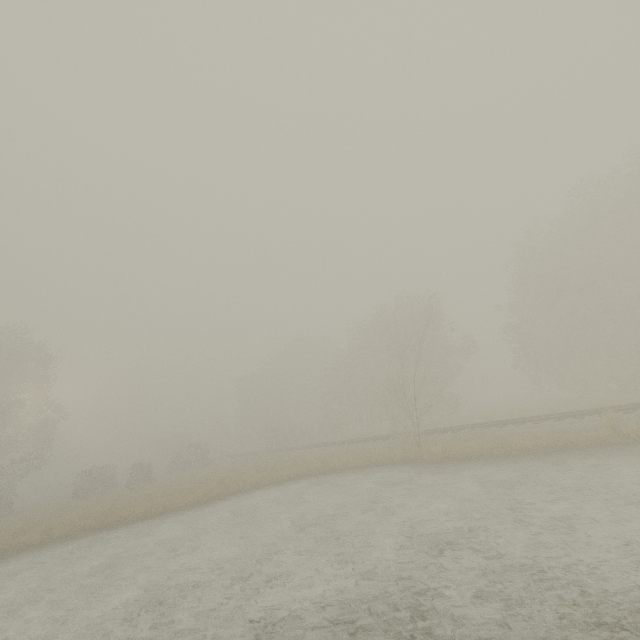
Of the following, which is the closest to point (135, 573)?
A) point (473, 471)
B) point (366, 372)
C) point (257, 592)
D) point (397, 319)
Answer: point (257, 592)

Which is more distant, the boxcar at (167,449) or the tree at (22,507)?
the boxcar at (167,449)

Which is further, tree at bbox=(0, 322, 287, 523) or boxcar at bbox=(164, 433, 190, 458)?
boxcar at bbox=(164, 433, 190, 458)

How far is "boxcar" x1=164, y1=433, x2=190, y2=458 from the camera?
57.7m

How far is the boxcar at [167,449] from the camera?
57.7m
